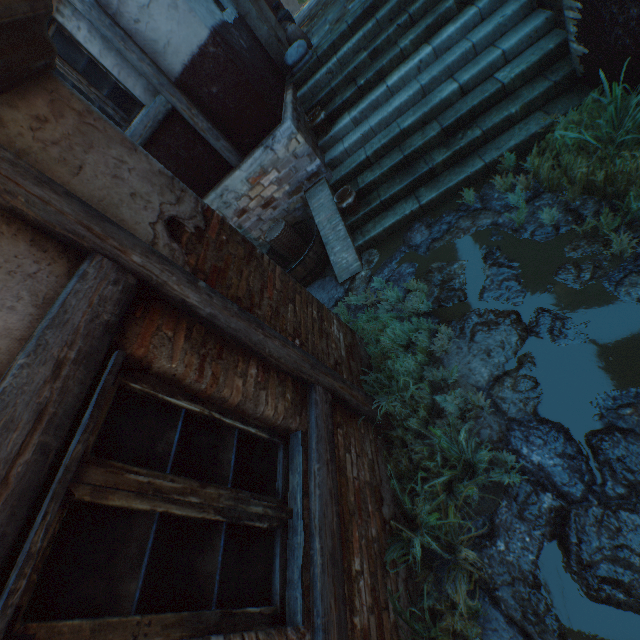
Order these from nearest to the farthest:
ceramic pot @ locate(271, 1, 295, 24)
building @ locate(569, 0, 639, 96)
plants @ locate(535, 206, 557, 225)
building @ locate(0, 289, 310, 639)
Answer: building @ locate(0, 289, 310, 639), building @ locate(569, 0, 639, 96), plants @ locate(535, 206, 557, 225), ceramic pot @ locate(271, 1, 295, 24)

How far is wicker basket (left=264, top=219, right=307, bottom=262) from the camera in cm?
590

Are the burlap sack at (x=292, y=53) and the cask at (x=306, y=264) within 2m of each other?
no

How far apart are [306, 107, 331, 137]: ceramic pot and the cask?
1.5 meters

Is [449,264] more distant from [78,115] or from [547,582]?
[78,115]

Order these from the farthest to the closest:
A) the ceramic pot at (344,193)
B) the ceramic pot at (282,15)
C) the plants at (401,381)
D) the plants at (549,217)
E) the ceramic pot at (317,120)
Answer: the ceramic pot at (282,15)
the ceramic pot at (317,120)
the ceramic pot at (344,193)
the plants at (549,217)
the plants at (401,381)

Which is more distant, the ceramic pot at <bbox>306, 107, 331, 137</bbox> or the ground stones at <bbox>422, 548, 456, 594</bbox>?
the ceramic pot at <bbox>306, 107, 331, 137</bbox>

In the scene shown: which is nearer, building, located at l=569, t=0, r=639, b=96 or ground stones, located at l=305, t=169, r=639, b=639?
ground stones, located at l=305, t=169, r=639, b=639
